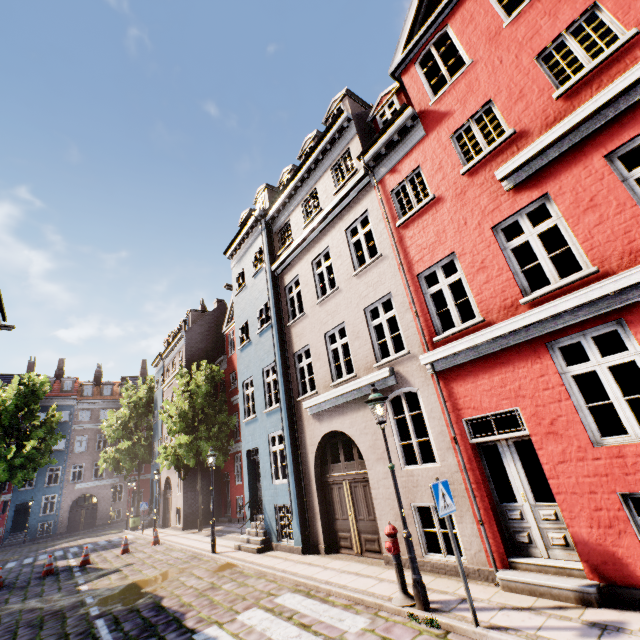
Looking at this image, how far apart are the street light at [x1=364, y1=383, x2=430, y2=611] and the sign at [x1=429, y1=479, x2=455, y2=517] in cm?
98

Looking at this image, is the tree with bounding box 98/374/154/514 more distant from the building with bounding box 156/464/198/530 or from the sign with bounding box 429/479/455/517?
the sign with bounding box 429/479/455/517

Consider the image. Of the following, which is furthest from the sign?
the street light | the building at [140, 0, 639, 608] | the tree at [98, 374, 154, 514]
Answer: the tree at [98, 374, 154, 514]

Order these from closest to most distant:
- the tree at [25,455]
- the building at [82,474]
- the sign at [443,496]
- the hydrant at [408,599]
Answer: the sign at [443,496] → the hydrant at [408,599] → the tree at [25,455] → the building at [82,474]

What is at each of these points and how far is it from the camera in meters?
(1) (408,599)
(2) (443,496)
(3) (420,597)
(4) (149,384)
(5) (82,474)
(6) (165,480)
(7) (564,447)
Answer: (1) hydrant, 5.7 m
(2) sign, 5.3 m
(3) street light, 5.4 m
(4) tree, 32.9 m
(5) building, 35.2 m
(6) building, 24.5 m
(7) building, 5.4 m

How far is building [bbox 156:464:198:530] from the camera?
20.4 meters

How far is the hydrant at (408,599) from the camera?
5.68m

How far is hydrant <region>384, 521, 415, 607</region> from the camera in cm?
568
